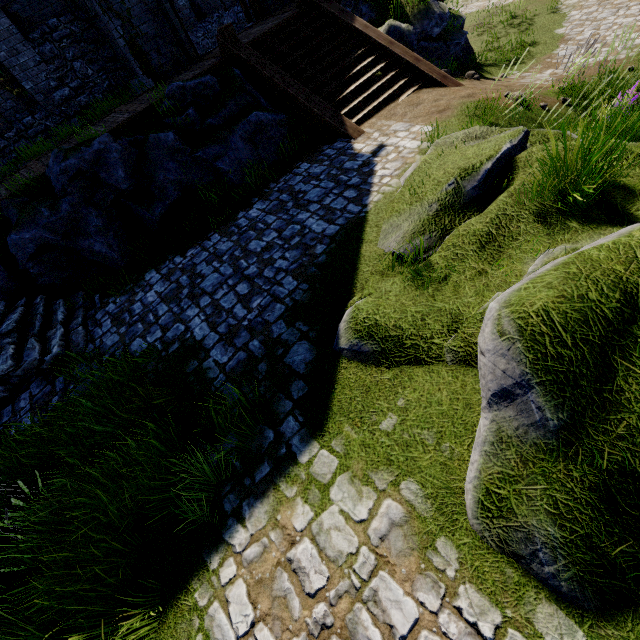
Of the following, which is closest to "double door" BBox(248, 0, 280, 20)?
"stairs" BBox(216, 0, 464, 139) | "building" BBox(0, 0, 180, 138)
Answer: "building" BBox(0, 0, 180, 138)

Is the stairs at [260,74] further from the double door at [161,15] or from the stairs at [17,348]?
the stairs at [17,348]

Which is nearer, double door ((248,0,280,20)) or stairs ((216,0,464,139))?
stairs ((216,0,464,139))

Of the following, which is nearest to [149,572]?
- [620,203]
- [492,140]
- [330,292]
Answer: [330,292]

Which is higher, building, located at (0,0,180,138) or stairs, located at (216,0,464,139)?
building, located at (0,0,180,138)

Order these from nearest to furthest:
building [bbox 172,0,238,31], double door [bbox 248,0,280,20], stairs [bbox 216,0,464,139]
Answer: stairs [bbox 216,0,464,139]
double door [bbox 248,0,280,20]
building [bbox 172,0,238,31]

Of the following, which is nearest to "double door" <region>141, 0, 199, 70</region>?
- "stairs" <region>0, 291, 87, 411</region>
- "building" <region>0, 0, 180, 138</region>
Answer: "building" <region>0, 0, 180, 138</region>
